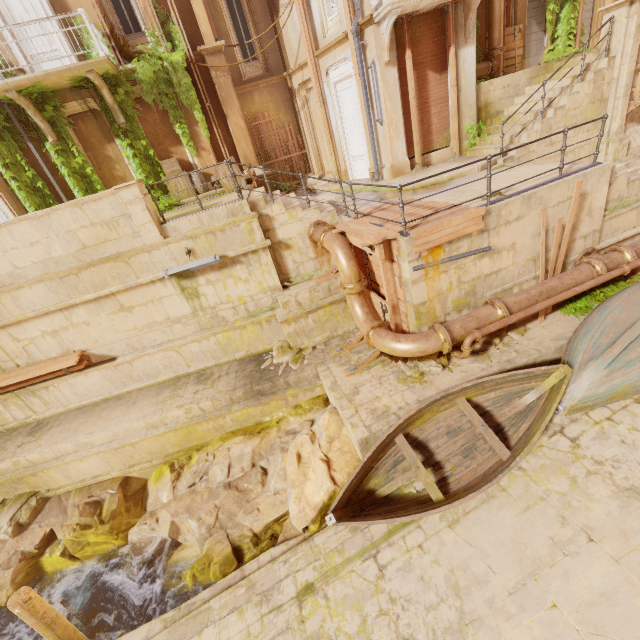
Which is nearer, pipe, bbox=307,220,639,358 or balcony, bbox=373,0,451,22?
pipe, bbox=307,220,639,358

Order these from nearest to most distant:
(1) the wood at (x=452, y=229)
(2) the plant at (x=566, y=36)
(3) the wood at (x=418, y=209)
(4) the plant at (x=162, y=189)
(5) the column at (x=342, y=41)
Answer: (1) the wood at (x=452, y=229) < (3) the wood at (x=418, y=209) < (5) the column at (x=342, y=41) < (4) the plant at (x=162, y=189) < (2) the plant at (x=566, y=36)

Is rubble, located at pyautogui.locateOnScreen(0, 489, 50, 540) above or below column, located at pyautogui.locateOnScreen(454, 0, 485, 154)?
below

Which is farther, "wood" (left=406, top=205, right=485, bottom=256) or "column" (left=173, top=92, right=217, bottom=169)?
"column" (left=173, top=92, right=217, bottom=169)

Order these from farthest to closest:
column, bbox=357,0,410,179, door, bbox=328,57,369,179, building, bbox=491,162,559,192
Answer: door, bbox=328,57,369,179 → column, bbox=357,0,410,179 → building, bbox=491,162,559,192

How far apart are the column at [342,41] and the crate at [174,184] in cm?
608

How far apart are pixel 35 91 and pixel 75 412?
10.2m

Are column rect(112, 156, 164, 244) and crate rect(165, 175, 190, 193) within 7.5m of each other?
yes
